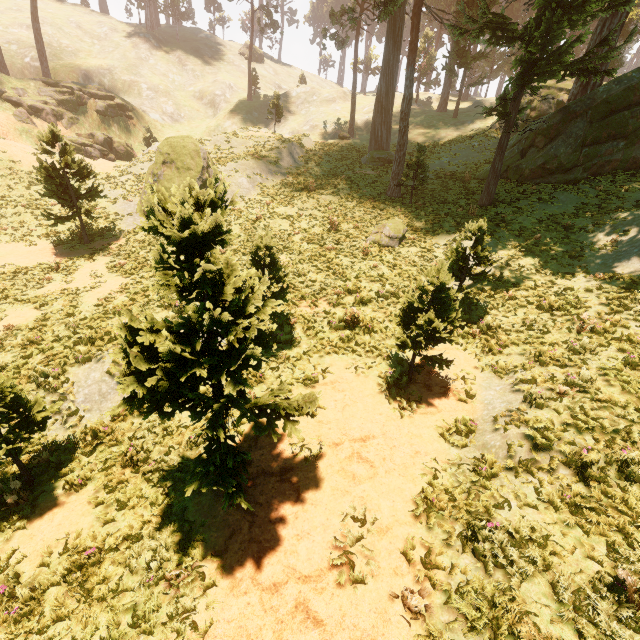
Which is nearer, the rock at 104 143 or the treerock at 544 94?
the treerock at 544 94

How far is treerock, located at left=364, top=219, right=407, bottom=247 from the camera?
16.4 meters

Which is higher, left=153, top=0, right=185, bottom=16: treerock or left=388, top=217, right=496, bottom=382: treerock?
left=153, top=0, right=185, bottom=16: treerock

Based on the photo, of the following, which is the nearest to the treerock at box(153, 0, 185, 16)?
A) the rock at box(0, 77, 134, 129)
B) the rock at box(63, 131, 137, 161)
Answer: the rock at box(0, 77, 134, 129)

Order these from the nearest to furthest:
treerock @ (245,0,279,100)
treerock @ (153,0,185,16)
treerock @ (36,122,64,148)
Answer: treerock @ (36,122,64,148)
treerock @ (245,0,279,100)
treerock @ (153,0,185,16)

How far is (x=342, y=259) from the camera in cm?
1552

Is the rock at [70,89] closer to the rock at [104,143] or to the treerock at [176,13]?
Result: the rock at [104,143]
